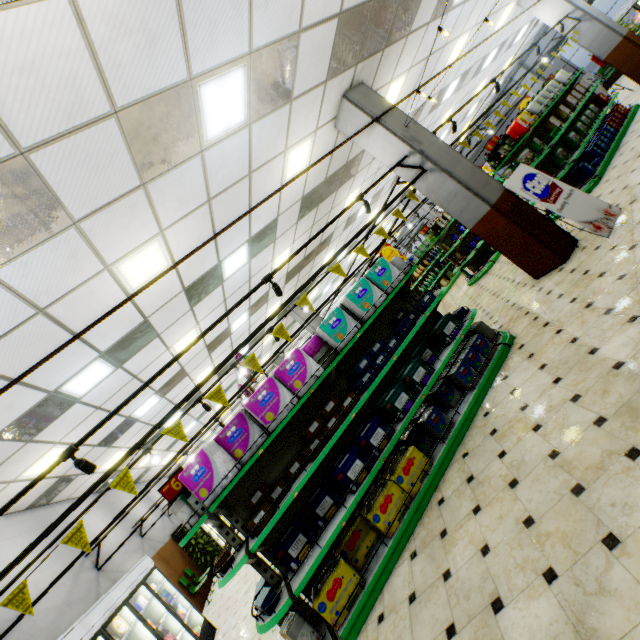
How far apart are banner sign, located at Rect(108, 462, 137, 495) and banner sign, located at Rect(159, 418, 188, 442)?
0.5 meters

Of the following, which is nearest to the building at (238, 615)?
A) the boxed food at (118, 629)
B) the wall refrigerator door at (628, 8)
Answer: the wall refrigerator door at (628, 8)

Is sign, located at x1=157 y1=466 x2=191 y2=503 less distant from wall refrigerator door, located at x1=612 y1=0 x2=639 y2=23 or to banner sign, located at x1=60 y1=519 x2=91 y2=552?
banner sign, located at x1=60 y1=519 x2=91 y2=552

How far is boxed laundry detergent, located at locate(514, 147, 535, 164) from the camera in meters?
7.5

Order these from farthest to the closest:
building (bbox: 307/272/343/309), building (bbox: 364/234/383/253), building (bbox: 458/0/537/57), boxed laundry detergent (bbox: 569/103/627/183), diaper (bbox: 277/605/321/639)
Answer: building (bbox: 364/234/383/253)
building (bbox: 307/272/343/309)
building (bbox: 458/0/537/57)
boxed laundry detergent (bbox: 569/103/627/183)
diaper (bbox: 277/605/321/639)

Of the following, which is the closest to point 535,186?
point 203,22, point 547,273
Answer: point 547,273

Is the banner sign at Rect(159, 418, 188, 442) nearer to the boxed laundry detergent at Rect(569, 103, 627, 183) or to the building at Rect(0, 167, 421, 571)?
the building at Rect(0, 167, 421, 571)

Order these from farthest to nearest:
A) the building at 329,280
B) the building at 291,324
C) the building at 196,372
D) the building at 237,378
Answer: the building at 329,280 → the building at 237,378 → the building at 291,324 → the building at 196,372
